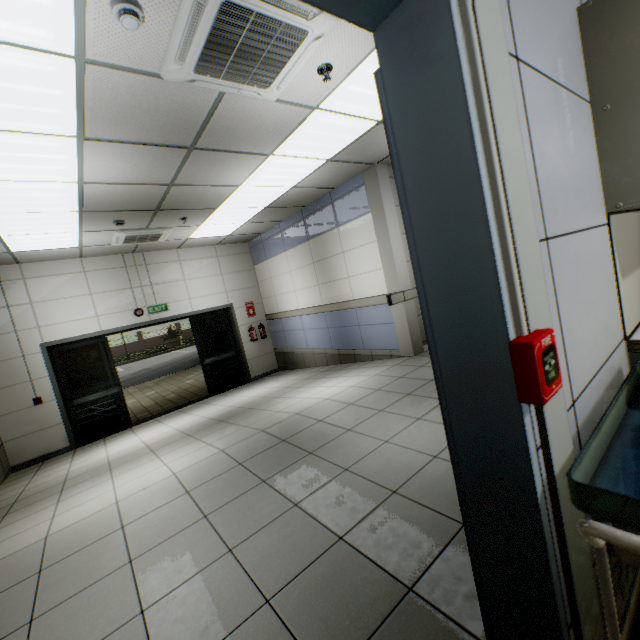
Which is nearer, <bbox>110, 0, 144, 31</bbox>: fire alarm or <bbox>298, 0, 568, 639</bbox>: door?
<bbox>298, 0, 568, 639</bbox>: door

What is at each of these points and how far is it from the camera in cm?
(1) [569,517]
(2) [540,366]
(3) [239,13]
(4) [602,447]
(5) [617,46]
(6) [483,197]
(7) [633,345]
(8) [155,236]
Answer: (1) door, 82
(2) fire alarm, 69
(3) air conditioning vent, 199
(4) table, 91
(5) cabinet, 120
(6) door, 71
(7) laboratory table, 136
(8) air conditioning vent, 635

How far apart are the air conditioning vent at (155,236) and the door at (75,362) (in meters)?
1.85

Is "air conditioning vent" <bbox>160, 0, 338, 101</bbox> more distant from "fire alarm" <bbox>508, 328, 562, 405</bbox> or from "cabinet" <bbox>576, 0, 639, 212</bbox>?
"fire alarm" <bbox>508, 328, 562, 405</bbox>

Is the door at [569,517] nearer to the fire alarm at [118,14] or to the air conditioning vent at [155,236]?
the fire alarm at [118,14]

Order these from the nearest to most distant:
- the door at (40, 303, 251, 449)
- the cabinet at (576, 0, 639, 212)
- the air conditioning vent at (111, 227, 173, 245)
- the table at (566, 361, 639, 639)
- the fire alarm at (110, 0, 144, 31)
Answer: the table at (566, 361, 639, 639)
the cabinet at (576, 0, 639, 212)
the fire alarm at (110, 0, 144, 31)
the air conditioning vent at (111, 227, 173, 245)
the door at (40, 303, 251, 449)

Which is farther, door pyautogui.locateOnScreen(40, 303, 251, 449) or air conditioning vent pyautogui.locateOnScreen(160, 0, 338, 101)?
door pyautogui.locateOnScreen(40, 303, 251, 449)

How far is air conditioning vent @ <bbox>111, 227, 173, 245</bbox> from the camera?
5.79m
